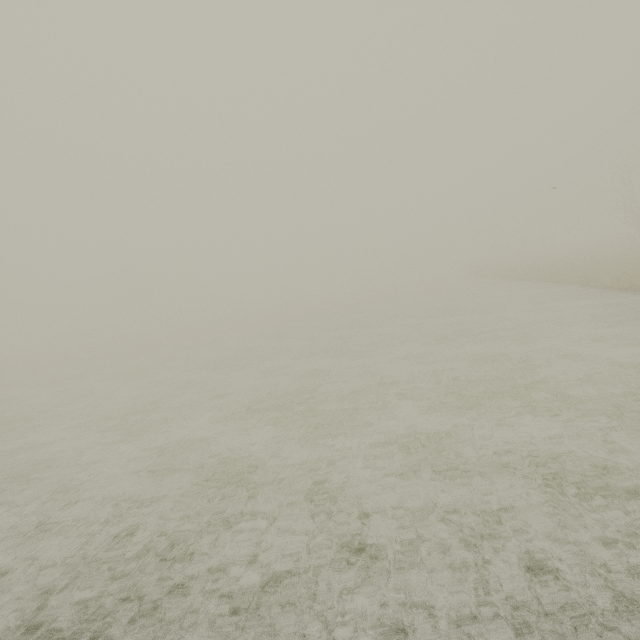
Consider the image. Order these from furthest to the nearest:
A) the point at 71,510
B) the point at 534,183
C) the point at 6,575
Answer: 1. the point at 534,183
2. the point at 71,510
3. the point at 6,575
